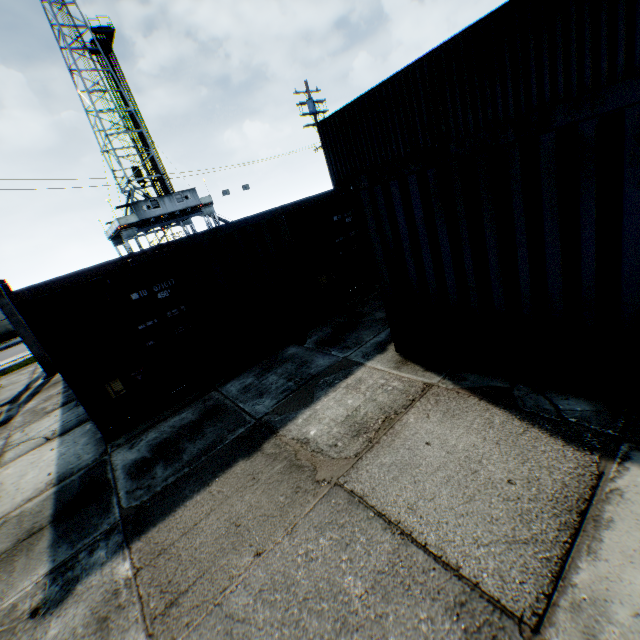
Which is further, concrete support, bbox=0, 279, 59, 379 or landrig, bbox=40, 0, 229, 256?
landrig, bbox=40, 0, 229, 256

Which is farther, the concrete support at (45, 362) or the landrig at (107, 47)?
the landrig at (107, 47)

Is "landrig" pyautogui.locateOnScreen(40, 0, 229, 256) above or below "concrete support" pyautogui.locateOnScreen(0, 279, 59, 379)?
above

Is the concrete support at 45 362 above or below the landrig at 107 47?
below

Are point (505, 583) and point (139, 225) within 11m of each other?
no
